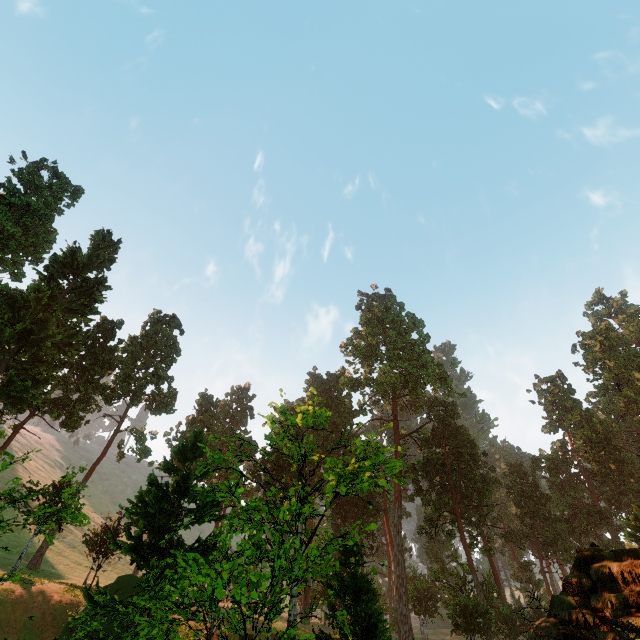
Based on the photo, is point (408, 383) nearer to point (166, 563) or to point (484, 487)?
point (484, 487)

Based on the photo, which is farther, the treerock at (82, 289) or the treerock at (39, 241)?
the treerock at (39, 241)

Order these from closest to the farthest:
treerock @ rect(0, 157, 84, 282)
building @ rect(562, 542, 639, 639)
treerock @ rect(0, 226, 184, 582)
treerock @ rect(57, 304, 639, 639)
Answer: building @ rect(562, 542, 639, 639), treerock @ rect(57, 304, 639, 639), treerock @ rect(0, 226, 184, 582), treerock @ rect(0, 157, 84, 282)

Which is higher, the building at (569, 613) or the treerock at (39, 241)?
the treerock at (39, 241)

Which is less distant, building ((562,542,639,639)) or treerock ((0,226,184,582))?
building ((562,542,639,639))
